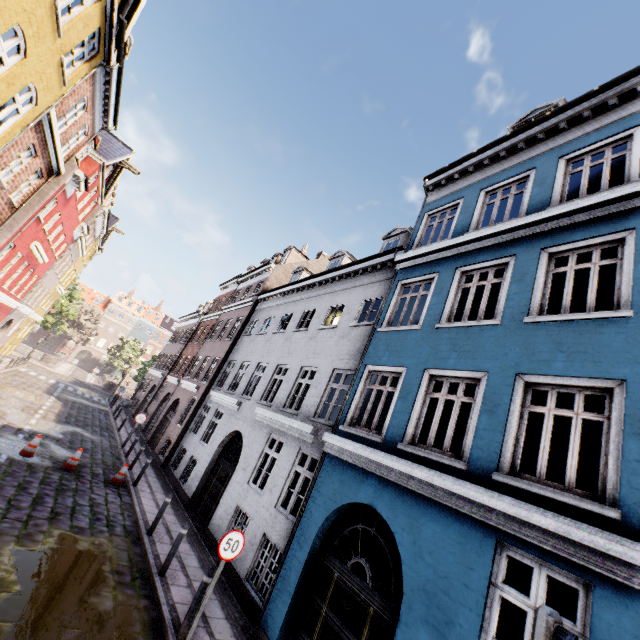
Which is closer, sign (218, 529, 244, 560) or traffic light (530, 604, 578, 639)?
traffic light (530, 604, 578, 639)

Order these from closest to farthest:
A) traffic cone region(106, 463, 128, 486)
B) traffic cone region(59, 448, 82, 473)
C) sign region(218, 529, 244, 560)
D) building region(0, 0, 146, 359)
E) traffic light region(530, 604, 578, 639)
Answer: traffic light region(530, 604, 578, 639), sign region(218, 529, 244, 560), building region(0, 0, 146, 359), traffic cone region(59, 448, 82, 473), traffic cone region(106, 463, 128, 486)

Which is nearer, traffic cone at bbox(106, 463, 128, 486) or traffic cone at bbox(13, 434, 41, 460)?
traffic cone at bbox(13, 434, 41, 460)

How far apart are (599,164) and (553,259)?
2.7 meters

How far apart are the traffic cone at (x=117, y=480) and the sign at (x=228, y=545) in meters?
8.1

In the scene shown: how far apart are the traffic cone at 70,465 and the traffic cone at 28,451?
0.79m

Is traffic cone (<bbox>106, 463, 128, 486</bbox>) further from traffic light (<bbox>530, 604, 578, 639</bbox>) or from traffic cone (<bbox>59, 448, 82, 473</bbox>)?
traffic light (<bbox>530, 604, 578, 639</bbox>)

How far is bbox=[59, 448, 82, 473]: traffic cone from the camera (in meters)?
11.12
